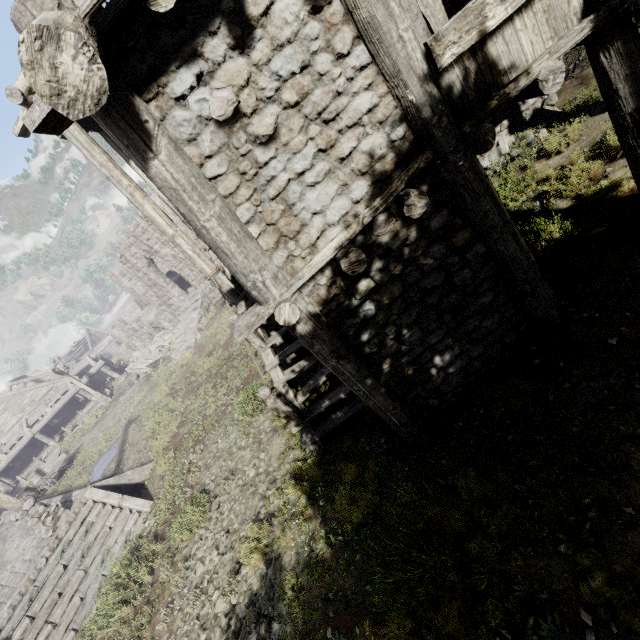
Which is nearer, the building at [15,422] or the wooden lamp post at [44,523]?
the wooden lamp post at [44,523]

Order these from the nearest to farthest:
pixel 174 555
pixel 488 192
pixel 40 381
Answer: pixel 488 192, pixel 174 555, pixel 40 381

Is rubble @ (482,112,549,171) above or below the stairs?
above

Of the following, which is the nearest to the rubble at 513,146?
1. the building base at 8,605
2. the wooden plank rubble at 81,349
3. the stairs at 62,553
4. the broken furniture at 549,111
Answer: the broken furniture at 549,111

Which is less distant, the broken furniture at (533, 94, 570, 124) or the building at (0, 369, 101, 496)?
the broken furniture at (533, 94, 570, 124)

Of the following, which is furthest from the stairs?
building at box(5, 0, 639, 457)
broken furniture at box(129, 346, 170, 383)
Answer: broken furniture at box(129, 346, 170, 383)

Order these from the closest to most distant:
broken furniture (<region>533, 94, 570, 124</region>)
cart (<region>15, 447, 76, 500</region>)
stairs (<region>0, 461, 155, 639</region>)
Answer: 1. broken furniture (<region>533, 94, 570, 124</region>)
2. stairs (<region>0, 461, 155, 639</region>)
3. cart (<region>15, 447, 76, 500</region>)

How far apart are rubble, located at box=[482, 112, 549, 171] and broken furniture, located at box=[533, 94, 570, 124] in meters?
0.1
